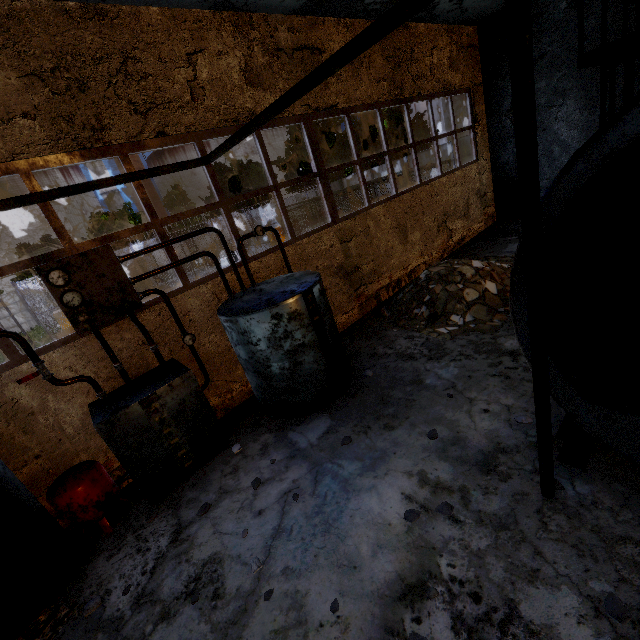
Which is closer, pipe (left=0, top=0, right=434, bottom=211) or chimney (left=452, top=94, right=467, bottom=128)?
pipe (left=0, top=0, right=434, bottom=211)

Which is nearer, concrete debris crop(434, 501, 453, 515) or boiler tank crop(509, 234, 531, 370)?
boiler tank crop(509, 234, 531, 370)

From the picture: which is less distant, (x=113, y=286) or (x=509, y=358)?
(x=113, y=286)

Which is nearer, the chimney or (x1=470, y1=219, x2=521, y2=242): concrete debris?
(x1=470, y1=219, x2=521, y2=242): concrete debris

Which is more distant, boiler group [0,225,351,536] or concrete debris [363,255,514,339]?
concrete debris [363,255,514,339]

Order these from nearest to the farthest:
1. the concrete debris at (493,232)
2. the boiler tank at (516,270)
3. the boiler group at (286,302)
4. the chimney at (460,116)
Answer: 1. the boiler tank at (516,270)
2. the boiler group at (286,302)
3. the concrete debris at (493,232)
4. the chimney at (460,116)

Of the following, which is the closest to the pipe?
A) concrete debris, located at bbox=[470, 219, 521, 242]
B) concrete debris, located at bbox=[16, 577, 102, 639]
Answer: concrete debris, located at bbox=[16, 577, 102, 639]

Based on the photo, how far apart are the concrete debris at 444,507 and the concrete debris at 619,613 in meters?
1.3 m
